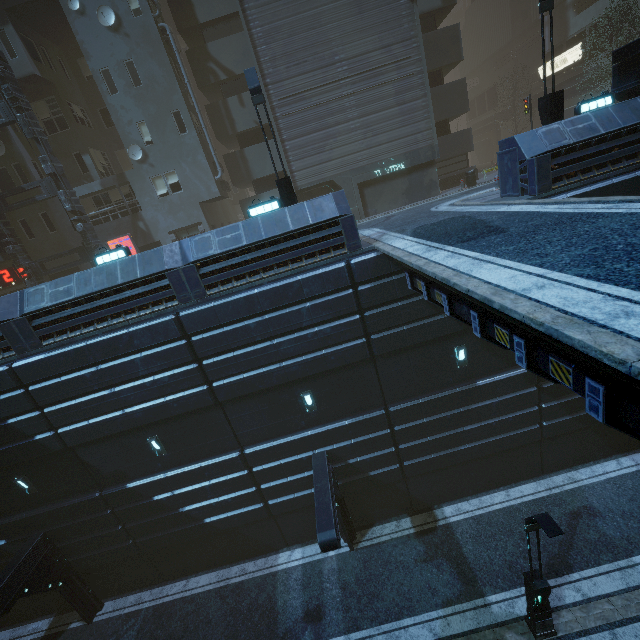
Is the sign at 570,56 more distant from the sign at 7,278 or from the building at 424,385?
the sign at 7,278

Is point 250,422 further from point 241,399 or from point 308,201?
point 308,201

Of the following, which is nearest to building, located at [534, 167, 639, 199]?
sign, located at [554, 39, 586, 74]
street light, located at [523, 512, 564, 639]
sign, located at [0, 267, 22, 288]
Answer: sign, located at [0, 267, 22, 288]

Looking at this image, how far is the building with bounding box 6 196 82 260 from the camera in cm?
2061

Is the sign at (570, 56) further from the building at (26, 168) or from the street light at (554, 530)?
the street light at (554, 530)

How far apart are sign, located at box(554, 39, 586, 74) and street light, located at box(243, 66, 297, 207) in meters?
32.6 m

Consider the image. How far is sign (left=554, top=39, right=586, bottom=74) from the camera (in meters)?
27.84
